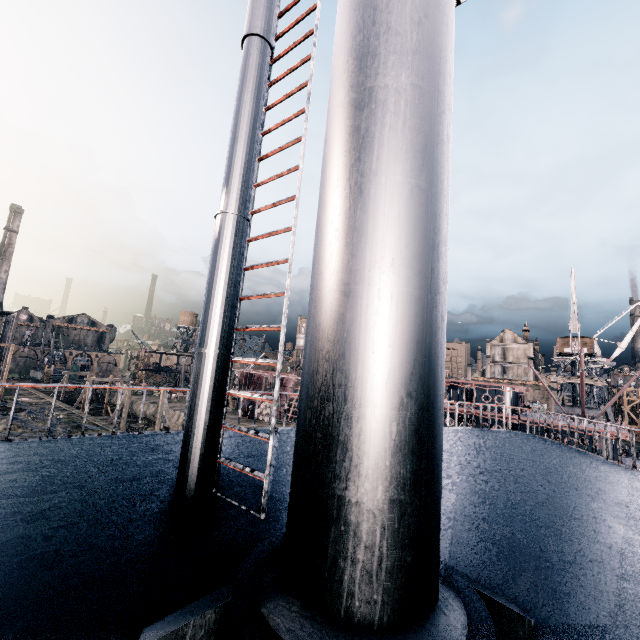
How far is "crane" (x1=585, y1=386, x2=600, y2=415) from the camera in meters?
48.4 m

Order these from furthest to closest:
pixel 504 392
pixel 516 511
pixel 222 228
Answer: pixel 504 392 → pixel 516 511 → pixel 222 228

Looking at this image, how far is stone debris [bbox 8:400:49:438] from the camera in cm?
2805

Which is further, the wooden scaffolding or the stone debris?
the wooden scaffolding

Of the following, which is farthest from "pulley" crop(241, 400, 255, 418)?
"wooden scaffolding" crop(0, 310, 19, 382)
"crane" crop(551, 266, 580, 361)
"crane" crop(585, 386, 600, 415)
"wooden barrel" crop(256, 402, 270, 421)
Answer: "crane" crop(551, 266, 580, 361)

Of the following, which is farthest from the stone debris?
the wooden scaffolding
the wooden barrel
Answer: the wooden barrel

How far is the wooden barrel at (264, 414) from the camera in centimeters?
4775cm

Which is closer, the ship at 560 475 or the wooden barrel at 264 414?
the ship at 560 475
